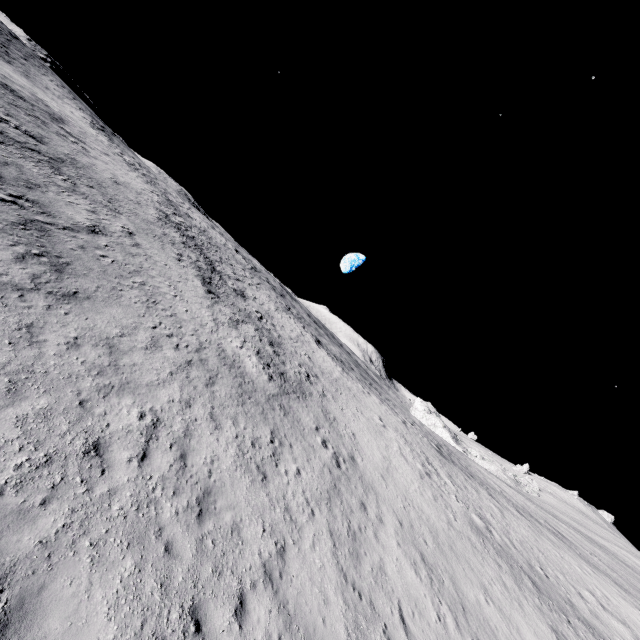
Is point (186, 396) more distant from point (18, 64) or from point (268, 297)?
point (18, 64)
